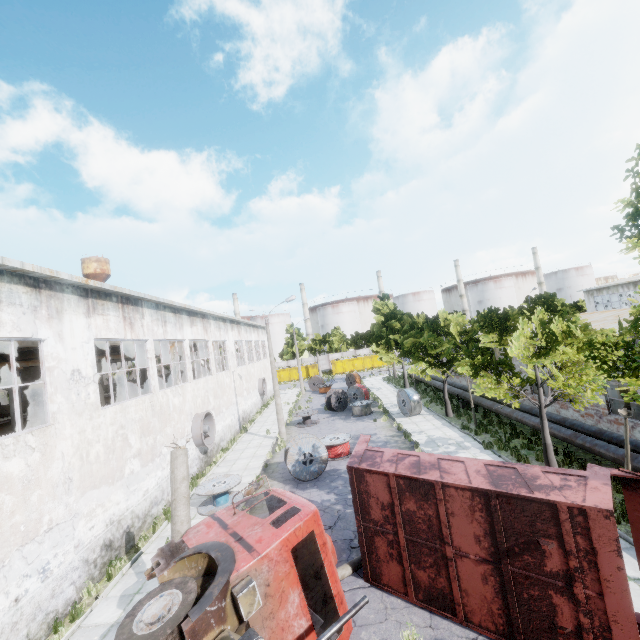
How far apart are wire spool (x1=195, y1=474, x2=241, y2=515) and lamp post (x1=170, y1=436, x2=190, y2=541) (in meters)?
6.56

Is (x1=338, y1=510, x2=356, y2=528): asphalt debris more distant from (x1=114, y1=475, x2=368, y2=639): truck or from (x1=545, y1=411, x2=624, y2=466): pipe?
(x1=545, y1=411, x2=624, y2=466): pipe

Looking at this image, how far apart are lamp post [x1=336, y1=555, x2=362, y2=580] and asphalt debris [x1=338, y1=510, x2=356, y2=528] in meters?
0.0

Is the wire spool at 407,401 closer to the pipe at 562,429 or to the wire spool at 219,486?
the pipe at 562,429

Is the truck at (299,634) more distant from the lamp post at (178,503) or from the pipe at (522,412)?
the pipe at (522,412)

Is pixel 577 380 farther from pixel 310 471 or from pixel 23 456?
pixel 23 456

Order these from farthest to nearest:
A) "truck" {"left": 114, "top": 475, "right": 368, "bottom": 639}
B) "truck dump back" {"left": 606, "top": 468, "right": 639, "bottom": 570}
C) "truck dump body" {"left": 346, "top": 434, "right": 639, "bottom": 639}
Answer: "truck dump back" {"left": 606, "top": 468, "right": 639, "bottom": 570}
"truck dump body" {"left": 346, "top": 434, "right": 639, "bottom": 639}
"truck" {"left": 114, "top": 475, "right": 368, "bottom": 639}

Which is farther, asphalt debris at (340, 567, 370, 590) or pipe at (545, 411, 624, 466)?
pipe at (545, 411, 624, 466)
